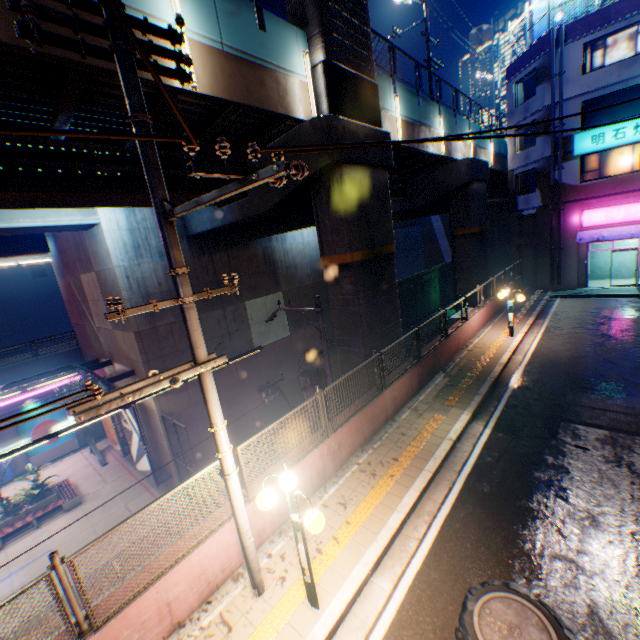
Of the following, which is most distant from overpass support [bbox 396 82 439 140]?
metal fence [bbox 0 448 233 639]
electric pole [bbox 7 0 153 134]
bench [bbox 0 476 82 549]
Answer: bench [bbox 0 476 82 549]

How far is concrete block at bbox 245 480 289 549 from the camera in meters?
6.1 m

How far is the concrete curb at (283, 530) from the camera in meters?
6.1

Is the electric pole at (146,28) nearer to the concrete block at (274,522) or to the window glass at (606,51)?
the concrete block at (274,522)

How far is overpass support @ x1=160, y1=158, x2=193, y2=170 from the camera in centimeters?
1017cm

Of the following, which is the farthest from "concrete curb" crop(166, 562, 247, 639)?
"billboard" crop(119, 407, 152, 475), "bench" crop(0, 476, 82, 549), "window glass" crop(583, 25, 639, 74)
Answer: "bench" crop(0, 476, 82, 549)

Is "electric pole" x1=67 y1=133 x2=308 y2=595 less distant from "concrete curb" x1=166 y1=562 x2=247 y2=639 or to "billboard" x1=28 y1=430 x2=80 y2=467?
"concrete curb" x1=166 y1=562 x2=247 y2=639

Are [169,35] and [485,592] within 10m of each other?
yes
